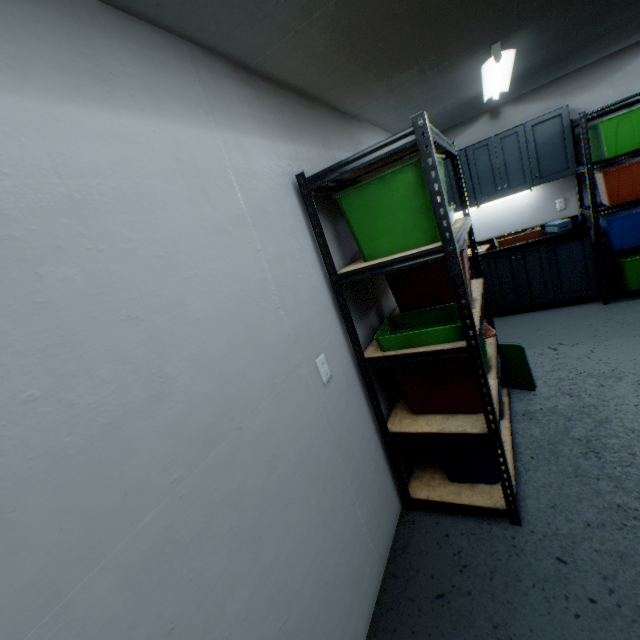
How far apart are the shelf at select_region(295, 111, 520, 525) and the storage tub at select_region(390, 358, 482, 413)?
0.0 meters

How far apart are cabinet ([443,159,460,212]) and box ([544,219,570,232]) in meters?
0.4

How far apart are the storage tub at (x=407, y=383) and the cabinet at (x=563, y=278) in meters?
2.1 m

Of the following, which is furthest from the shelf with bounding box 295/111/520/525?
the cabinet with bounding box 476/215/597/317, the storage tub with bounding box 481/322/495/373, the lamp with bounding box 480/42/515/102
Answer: the cabinet with bounding box 476/215/597/317

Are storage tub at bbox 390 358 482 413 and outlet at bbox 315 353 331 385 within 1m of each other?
yes

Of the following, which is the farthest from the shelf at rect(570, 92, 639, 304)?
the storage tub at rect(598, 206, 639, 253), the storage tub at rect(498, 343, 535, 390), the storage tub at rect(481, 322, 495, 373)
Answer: the storage tub at rect(481, 322, 495, 373)

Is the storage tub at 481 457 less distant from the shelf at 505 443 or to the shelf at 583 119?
the shelf at 505 443

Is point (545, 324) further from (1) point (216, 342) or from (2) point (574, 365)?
(1) point (216, 342)
